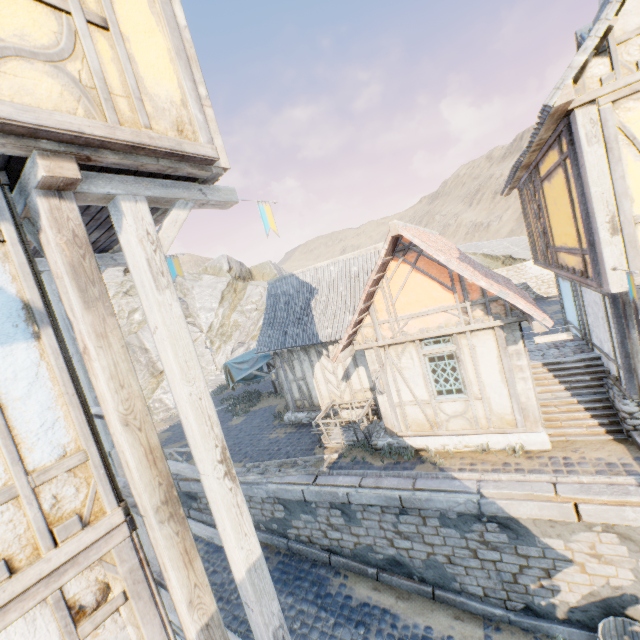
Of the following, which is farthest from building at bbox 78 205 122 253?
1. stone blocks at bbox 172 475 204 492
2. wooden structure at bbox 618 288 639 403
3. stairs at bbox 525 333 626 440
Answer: stairs at bbox 525 333 626 440

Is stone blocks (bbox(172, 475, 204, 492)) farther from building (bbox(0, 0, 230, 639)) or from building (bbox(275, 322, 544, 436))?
building (bbox(0, 0, 230, 639))

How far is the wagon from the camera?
10.4 meters

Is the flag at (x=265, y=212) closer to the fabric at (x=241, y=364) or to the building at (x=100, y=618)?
the building at (x=100, y=618)

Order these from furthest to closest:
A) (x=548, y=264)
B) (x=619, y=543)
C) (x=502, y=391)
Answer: (x=548, y=264), (x=502, y=391), (x=619, y=543)

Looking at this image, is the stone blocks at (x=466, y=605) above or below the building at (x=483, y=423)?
below

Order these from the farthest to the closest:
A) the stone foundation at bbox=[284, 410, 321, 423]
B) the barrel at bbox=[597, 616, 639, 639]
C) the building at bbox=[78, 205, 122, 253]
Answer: the stone foundation at bbox=[284, 410, 321, 423] < the barrel at bbox=[597, 616, 639, 639] < the building at bbox=[78, 205, 122, 253]

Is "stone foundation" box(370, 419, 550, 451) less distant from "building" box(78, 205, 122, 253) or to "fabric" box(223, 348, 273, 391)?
"fabric" box(223, 348, 273, 391)
